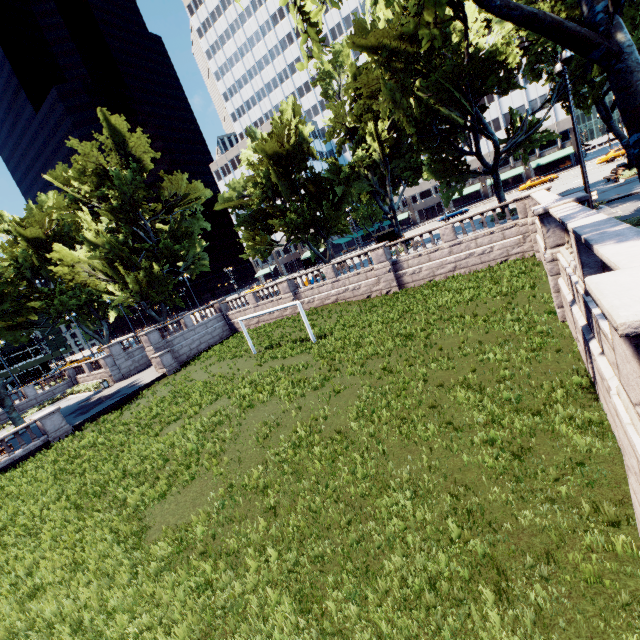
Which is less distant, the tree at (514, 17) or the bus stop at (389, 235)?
the tree at (514, 17)

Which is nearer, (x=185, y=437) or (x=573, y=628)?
(x=573, y=628)

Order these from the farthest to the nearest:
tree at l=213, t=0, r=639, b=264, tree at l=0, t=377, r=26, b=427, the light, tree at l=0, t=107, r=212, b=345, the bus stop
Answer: the bus stop < tree at l=0, t=107, r=212, b=345 < tree at l=0, t=377, r=26, b=427 < the light < tree at l=213, t=0, r=639, b=264

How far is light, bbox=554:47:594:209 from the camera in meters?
12.3

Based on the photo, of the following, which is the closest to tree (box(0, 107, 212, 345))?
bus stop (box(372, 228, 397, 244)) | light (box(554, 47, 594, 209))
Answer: light (box(554, 47, 594, 209))

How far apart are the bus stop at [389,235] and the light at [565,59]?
30.2m

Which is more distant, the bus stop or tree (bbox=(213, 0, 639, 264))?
the bus stop
